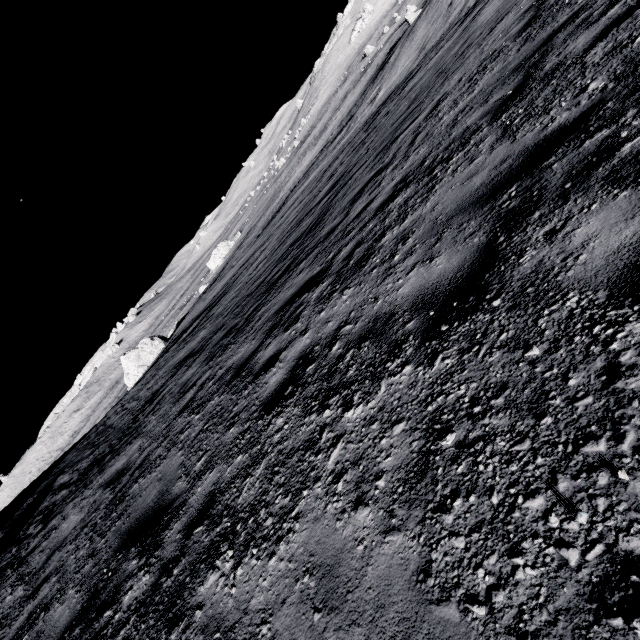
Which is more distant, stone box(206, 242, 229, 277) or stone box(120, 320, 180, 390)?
stone box(206, 242, 229, 277)

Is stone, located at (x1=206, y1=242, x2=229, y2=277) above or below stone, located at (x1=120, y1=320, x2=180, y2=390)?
below

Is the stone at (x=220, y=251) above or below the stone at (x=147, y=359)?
below

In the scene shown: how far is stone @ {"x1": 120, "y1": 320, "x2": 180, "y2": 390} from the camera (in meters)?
31.91

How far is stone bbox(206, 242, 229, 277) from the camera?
56.3 meters

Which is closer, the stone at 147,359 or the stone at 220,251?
the stone at 147,359

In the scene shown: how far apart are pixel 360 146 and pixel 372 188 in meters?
9.2
